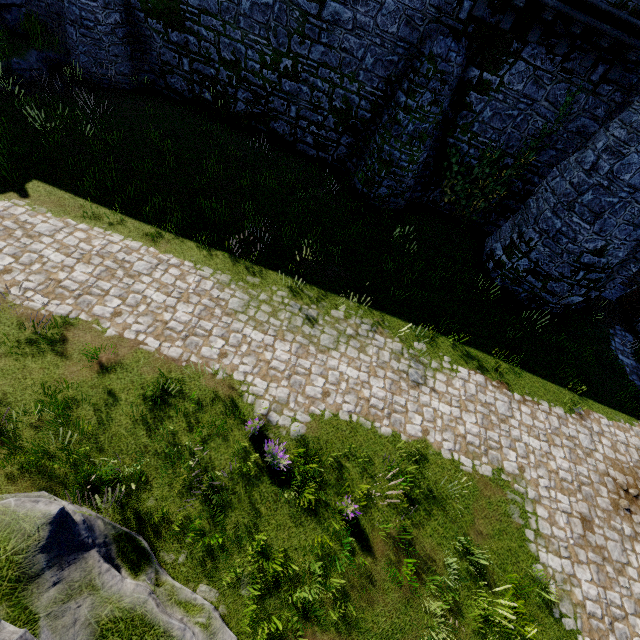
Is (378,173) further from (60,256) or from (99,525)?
(99,525)
